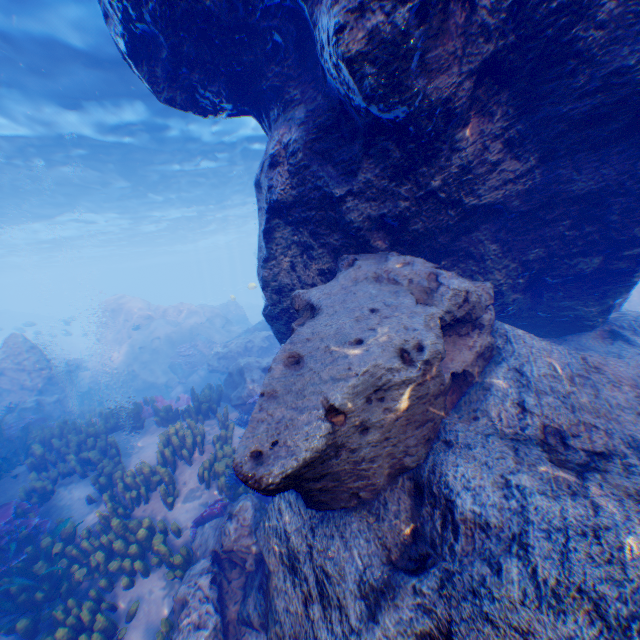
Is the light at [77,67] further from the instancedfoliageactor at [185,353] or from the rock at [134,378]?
the instancedfoliageactor at [185,353]

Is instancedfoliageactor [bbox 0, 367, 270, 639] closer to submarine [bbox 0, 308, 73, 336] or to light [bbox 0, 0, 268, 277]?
submarine [bbox 0, 308, 73, 336]

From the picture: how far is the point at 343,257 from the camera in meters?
4.8

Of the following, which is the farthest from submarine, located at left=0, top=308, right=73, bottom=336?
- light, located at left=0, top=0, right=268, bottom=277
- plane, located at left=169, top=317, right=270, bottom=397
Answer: plane, located at left=169, top=317, right=270, bottom=397

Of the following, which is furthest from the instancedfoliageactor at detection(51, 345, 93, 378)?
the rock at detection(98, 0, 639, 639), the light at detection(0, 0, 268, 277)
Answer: the light at detection(0, 0, 268, 277)

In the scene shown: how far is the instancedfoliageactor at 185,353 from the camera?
17.8 meters

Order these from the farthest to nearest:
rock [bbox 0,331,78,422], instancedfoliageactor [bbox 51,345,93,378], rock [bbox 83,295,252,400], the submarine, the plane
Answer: the submarine, instancedfoliageactor [bbox 51,345,93,378], rock [bbox 83,295,252,400], the plane, rock [bbox 0,331,78,422]

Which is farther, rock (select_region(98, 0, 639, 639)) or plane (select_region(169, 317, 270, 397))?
plane (select_region(169, 317, 270, 397))
